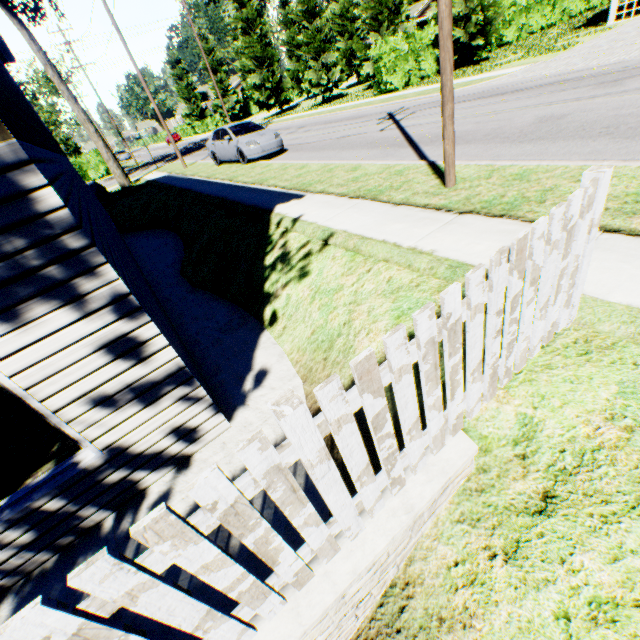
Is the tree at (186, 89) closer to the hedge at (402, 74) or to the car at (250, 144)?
the hedge at (402, 74)

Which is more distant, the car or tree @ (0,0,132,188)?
tree @ (0,0,132,188)

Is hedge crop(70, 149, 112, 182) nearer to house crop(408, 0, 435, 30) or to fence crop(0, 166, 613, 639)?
house crop(408, 0, 435, 30)

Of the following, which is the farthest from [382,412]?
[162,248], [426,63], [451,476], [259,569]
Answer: [426,63]

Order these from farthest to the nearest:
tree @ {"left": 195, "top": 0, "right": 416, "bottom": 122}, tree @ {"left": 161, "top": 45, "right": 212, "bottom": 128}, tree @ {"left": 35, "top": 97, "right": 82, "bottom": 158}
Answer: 1. tree @ {"left": 161, "top": 45, "right": 212, "bottom": 128}
2. tree @ {"left": 35, "top": 97, "right": 82, "bottom": 158}
3. tree @ {"left": 195, "top": 0, "right": 416, "bottom": 122}

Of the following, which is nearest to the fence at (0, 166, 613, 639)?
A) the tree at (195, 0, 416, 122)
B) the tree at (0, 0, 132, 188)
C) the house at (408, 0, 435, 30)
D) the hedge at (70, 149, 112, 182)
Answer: the tree at (195, 0, 416, 122)

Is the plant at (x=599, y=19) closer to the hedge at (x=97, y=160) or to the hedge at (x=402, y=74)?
the hedge at (x=402, y=74)

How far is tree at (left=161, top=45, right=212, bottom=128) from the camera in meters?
50.8 m
